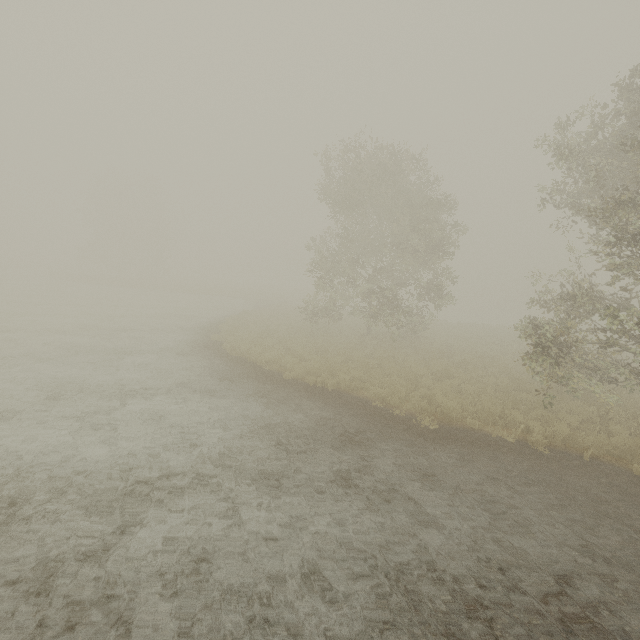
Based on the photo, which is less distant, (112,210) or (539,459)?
(539,459)
